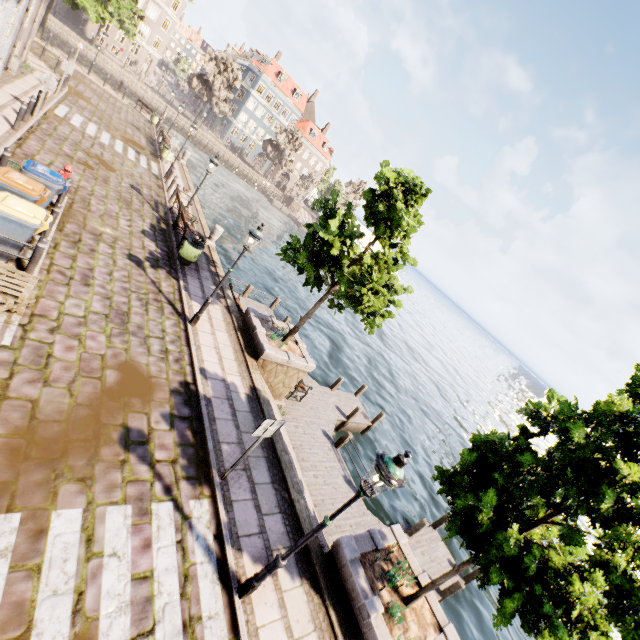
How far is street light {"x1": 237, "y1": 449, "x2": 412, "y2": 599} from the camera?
4.08m

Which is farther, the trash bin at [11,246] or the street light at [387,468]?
the trash bin at [11,246]

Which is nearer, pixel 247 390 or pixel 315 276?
pixel 247 390

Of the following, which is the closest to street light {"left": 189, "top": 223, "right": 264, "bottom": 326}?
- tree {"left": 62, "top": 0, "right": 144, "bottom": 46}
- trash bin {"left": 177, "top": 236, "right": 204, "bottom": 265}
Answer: tree {"left": 62, "top": 0, "right": 144, "bottom": 46}

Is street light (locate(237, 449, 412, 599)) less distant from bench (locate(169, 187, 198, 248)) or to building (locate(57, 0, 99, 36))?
bench (locate(169, 187, 198, 248))

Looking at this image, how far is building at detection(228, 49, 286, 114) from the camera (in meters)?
57.62

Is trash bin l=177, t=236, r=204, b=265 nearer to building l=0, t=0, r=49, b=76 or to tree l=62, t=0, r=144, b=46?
tree l=62, t=0, r=144, b=46

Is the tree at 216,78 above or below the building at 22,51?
above
